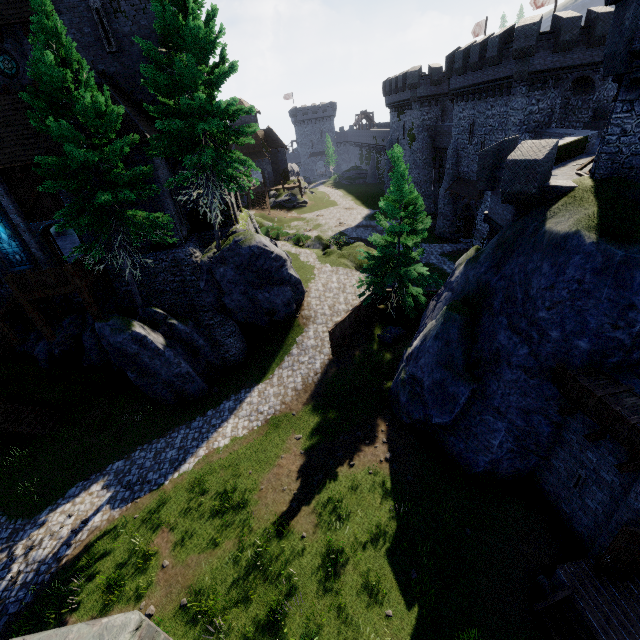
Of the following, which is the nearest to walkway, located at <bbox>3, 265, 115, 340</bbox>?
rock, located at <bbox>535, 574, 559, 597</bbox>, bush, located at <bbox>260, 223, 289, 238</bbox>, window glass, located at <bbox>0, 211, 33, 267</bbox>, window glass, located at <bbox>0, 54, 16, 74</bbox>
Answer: window glass, located at <bbox>0, 211, 33, 267</bbox>

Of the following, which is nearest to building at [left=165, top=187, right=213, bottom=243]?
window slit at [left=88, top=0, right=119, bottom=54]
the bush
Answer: window slit at [left=88, top=0, right=119, bottom=54]

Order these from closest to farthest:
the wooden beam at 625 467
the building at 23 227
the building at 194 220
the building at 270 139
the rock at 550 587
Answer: the wooden beam at 625 467
the rock at 550 587
the building at 23 227
the building at 194 220
the building at 270 139

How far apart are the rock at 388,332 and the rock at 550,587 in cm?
1342

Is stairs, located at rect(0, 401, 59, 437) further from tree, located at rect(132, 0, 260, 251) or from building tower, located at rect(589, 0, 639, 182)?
building tower, located at rect(589, 0, 639, 182)

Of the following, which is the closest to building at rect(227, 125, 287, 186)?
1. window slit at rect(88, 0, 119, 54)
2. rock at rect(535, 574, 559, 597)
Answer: window slit at rect(88, 0, 119, 54)

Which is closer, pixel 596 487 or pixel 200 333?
pixel 596 487

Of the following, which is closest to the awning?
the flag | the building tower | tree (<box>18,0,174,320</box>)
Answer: the building tower
